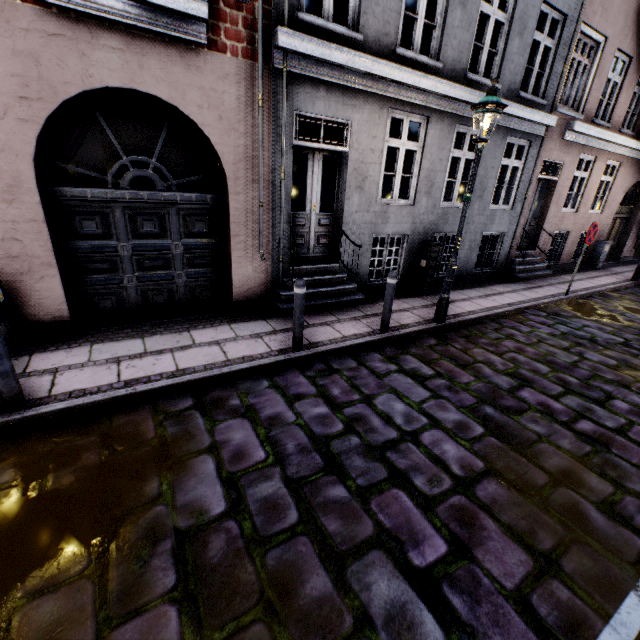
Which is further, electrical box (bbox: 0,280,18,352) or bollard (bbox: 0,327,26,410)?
electrical box (bbox: 0,280,18,352)

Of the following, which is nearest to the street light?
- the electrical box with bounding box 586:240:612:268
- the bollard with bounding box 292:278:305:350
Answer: the bollard with bounding box 292:278:305:350

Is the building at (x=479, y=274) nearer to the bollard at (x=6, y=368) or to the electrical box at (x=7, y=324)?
the electrical box at (x=7, y=324)

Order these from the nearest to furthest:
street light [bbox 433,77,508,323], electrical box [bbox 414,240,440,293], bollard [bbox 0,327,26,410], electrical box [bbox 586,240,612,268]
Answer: bollard [bbox 0,327,26,410] → street light [bbox 433,77,508,323] → electrical box [bbox 414,240,440,293] → electrical box [bbox 586,240,612,268]

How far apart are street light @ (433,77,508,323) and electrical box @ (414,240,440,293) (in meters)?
1.76

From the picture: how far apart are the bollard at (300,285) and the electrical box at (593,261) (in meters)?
13.98

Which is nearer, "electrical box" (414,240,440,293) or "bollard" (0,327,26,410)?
"bollard" (0,327,26,410)

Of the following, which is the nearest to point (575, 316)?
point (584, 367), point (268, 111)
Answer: point (584, 367)
